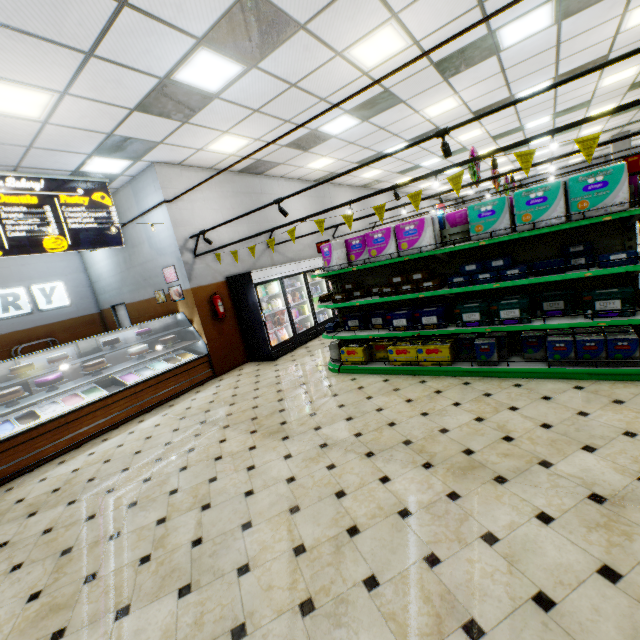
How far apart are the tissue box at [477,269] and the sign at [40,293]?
10.89m

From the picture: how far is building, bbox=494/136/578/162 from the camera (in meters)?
13.83

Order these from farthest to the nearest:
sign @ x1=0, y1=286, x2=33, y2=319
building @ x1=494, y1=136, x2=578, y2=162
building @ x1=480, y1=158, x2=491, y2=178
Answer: building @ x1=480, y1=158, x2=491, y2=178
building @ x1=494, y1=136, x2=578, y2=162
sign @ x1=0, y1=286, x2=33, y2=319

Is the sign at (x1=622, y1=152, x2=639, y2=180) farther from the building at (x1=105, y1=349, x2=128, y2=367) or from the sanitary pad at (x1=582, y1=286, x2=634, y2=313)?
the building at (x1=105, y1=349, x2=128, y2=367)

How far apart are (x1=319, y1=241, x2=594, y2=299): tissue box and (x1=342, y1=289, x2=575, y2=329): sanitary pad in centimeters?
33cm

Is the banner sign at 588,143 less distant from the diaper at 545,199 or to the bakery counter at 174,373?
the diaper at 545,199

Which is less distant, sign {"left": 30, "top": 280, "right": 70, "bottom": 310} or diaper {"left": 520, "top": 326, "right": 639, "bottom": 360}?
diaper {"left": 520, "top": 326, "right": 639, "bottom": 360}

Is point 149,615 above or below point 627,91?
below
